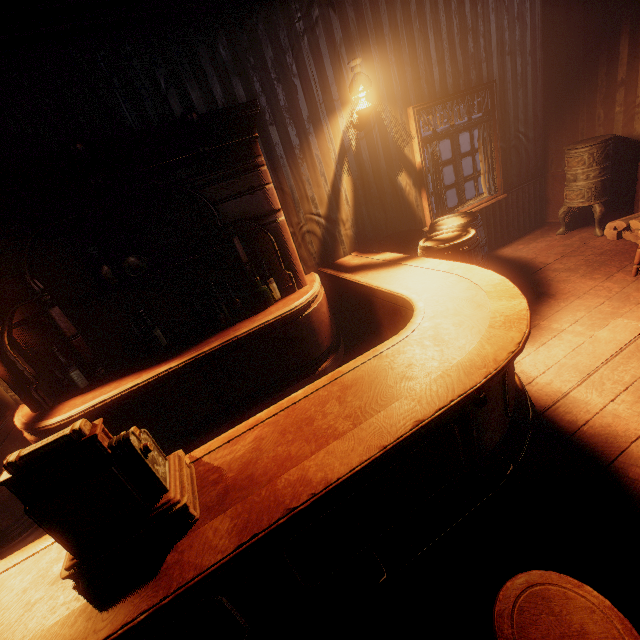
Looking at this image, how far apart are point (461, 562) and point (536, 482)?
0.7 meters

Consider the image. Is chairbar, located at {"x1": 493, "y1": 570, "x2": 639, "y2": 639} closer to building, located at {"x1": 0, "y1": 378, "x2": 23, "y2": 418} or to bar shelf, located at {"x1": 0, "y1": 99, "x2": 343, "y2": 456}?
building, located at {"x1": 0, "y1": 378, "x2": 23, "y2": 418}

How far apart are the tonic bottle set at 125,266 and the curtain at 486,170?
4.87m

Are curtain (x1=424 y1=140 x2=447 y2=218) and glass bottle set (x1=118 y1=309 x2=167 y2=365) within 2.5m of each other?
no

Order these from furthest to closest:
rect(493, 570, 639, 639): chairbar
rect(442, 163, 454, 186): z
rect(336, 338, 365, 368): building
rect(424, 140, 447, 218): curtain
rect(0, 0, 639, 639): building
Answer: rect(442, 163, 454, 186): z → rect(424, 140, 447, 218): curtain → rect(336, 338, 365, 368): building → rect(0, 0, 639, 639): building → rect(493, 570, 639, 639): chairbar

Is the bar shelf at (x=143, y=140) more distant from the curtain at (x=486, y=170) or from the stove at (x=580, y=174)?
the stove at (x=580, y=174)

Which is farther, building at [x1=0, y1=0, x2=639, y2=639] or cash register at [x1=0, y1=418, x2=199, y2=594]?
building at [x1=0, y1=0, x2=639, y2=639]

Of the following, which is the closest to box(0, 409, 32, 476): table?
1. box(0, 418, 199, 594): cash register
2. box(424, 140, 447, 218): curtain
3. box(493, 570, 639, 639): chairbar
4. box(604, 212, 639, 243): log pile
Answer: box(0, 418, 199, 594): cash register
